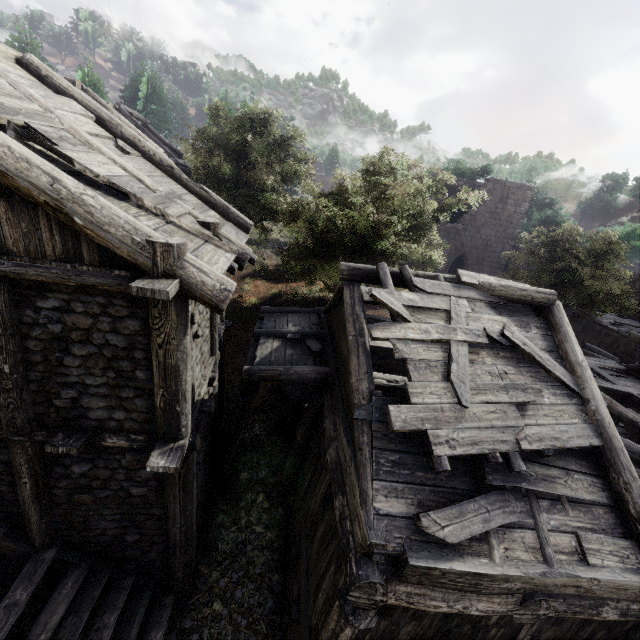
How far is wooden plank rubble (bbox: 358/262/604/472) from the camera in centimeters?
507cm

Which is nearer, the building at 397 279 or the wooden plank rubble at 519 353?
the wooden plank rubble at 519 353

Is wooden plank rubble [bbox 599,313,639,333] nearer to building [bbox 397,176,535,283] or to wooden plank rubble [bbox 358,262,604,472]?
building [bbox 397,176,535,283]

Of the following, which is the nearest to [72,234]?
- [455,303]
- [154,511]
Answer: [154,511]

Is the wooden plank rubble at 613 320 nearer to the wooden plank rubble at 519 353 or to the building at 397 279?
the building at 397 279

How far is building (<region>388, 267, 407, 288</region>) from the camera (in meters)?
7.32

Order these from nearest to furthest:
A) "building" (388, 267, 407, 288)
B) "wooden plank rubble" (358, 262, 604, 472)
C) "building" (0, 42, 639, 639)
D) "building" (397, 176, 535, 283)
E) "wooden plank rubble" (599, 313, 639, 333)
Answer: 1. "building" (0, 42, 639, 639)
2. "wooden plank rubble" (358, 262, 604, 472)
3. "building" (388, 267, 407, 288)
4. "wooden plank rubble" (599, 313, 639, 333)
5. "building" (397, 176, 535, 283)
